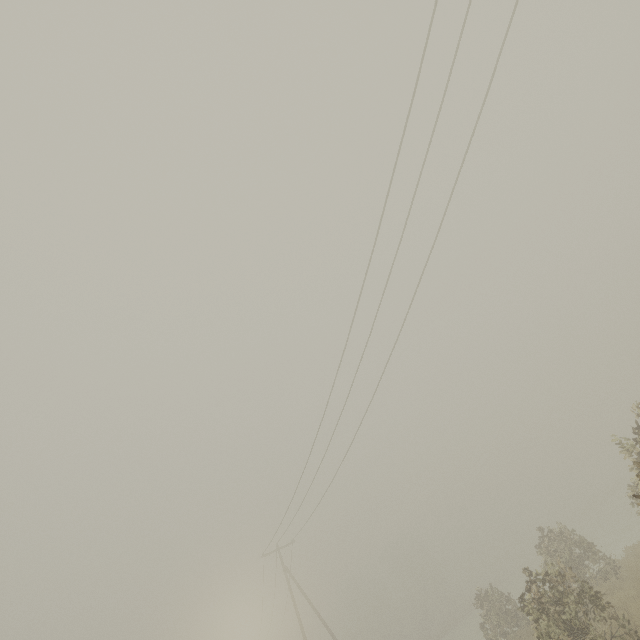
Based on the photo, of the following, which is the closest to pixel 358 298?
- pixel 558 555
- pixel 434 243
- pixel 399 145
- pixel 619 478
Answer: pixel 434 243
